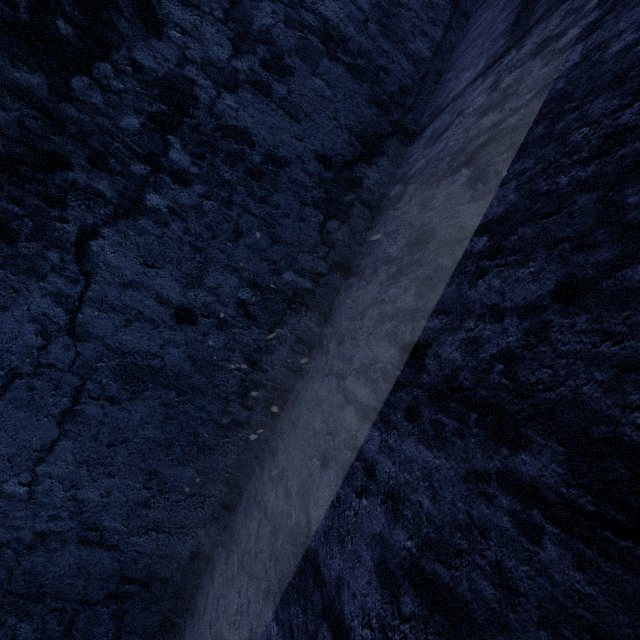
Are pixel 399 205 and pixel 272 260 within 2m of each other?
yes
